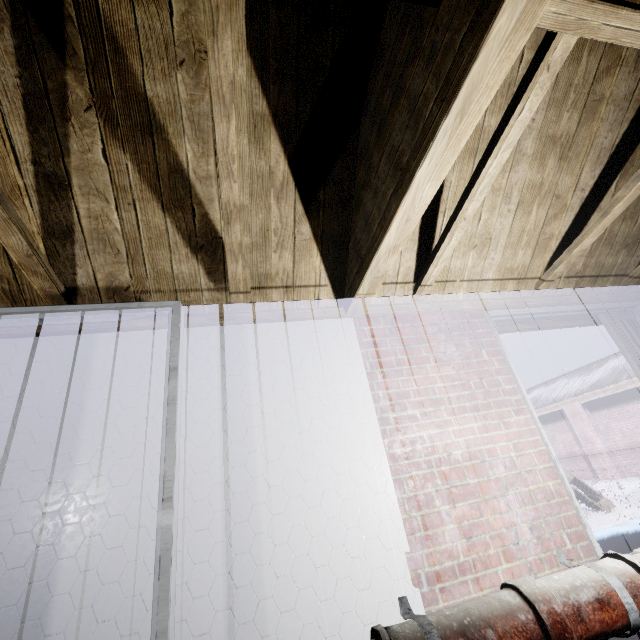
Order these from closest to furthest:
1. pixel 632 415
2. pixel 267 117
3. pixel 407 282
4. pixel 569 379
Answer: pixel 267 117
pixel 407 282
pixel 632 415
pixel 569 379

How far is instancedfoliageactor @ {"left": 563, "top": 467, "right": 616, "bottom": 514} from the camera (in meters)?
5.45

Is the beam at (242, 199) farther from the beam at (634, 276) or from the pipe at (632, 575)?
the pipe at (632, 575)

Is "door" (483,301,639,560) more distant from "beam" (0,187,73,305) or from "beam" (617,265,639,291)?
"beam" (0,187,73,305)

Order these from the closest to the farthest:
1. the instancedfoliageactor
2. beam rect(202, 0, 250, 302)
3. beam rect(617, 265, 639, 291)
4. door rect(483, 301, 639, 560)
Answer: beam rect(202, 0, 250, 302)
door rect(483, 301, 639, 560)
beam rect(617, 265, 639, 291)
the instancedfoliageactor

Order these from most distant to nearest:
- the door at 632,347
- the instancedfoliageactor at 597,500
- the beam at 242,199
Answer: the instancedfoliageactor at 597,500, the door at 632,347, the beam at 242,199

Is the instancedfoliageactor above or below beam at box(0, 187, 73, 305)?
below

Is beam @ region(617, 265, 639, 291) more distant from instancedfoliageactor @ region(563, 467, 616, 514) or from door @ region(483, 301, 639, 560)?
instancedfoliageactor @ region(563, 467, 616, 514)
